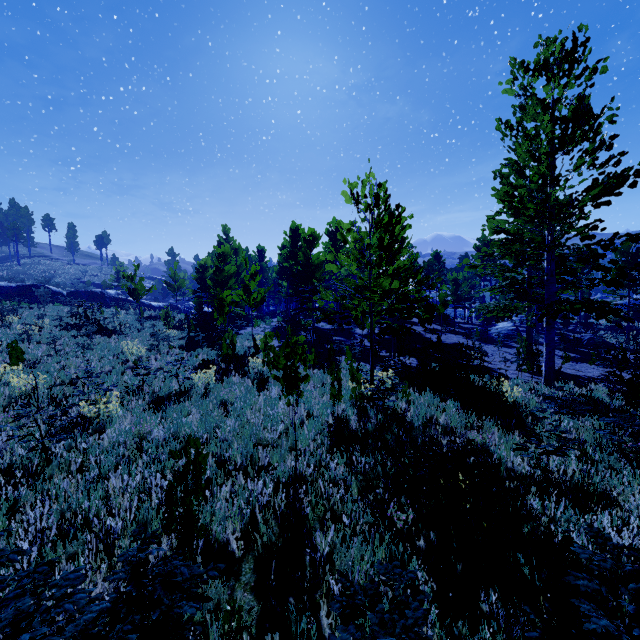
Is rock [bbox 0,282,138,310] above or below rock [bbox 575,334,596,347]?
above

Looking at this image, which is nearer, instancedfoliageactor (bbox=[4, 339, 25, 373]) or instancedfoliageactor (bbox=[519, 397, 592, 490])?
instancedfoliageactor (bbox=[519, 397, 592, 490])

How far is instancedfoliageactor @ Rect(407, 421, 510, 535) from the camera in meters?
3.5 m

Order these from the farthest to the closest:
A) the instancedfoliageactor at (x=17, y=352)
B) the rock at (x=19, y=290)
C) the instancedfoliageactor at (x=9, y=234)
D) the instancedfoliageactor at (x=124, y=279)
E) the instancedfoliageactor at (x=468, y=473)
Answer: the instancedfoliageactor at (x=9, y=234) → the rock at (x=19, y=290) → the instancedfoliageactor at (x=124, y=279) → the instancedfoliageactor at (x=17, y=352) → the instancedfoliageactor at (x=468, y=473)

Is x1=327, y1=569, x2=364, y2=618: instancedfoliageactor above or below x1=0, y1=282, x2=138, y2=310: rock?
below

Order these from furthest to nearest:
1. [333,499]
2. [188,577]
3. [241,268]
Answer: [241,268], [333,499], [188,577]

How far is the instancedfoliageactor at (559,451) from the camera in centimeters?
468cm
